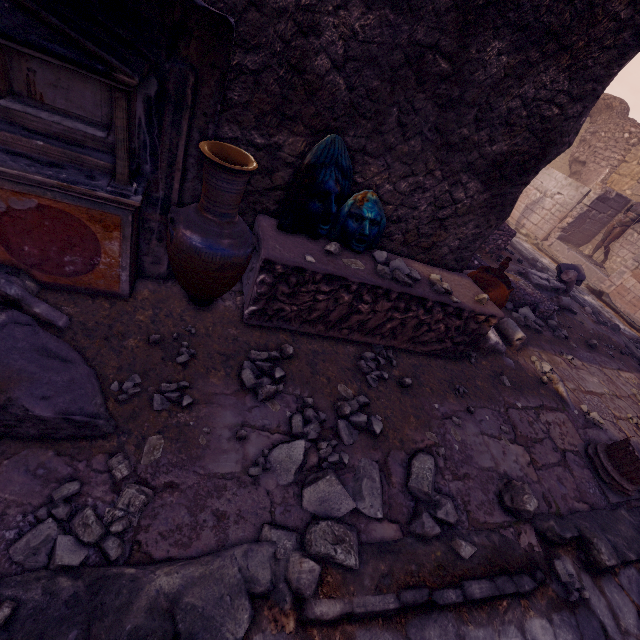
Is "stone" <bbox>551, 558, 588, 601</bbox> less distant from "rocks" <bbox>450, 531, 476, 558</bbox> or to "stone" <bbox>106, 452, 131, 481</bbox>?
"rocks" <bbox>450, 531, 476, 558</bbox>

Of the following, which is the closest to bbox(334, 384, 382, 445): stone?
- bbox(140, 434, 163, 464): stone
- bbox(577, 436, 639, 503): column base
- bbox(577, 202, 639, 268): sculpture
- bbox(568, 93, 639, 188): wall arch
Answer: bbox(140, 434, 163, 464): stone

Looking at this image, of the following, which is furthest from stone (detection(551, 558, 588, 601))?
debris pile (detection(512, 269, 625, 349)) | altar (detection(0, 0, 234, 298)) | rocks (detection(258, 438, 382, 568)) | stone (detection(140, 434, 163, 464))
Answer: debris pile (detection(512, 269, 625, 349))

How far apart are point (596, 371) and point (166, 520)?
7.14m

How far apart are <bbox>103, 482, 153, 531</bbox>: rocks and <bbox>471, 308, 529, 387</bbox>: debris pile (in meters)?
3.95

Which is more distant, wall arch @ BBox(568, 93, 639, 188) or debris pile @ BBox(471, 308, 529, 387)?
wall arch @ BBox(568, 93, 639, 188)

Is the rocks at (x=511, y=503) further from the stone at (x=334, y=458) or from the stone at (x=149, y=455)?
the stone at (x=149, y=455)

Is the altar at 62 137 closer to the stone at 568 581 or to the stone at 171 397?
the stone at 171 397
